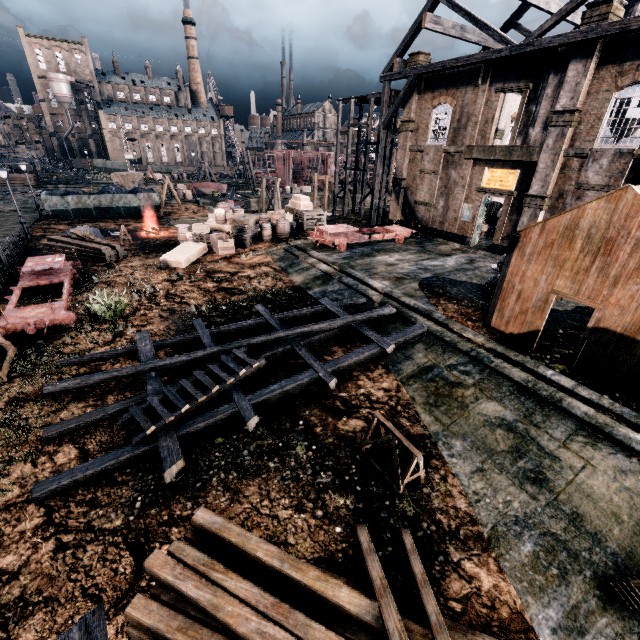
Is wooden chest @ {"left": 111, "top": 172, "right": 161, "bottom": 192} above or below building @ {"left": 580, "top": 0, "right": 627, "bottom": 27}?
below

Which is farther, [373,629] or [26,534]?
[26,534]

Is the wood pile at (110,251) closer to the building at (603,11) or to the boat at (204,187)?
the building at (603,11)

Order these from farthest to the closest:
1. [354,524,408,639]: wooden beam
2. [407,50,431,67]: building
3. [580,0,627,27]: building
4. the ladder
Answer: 1. [407,50,431,67]: building
2. [580,0,627,27]: building
3. the ladder
4. [354,524,408,639]: wooden beam

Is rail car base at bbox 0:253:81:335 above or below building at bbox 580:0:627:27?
below

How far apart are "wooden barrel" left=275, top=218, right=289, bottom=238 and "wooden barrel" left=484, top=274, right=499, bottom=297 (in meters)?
15.34

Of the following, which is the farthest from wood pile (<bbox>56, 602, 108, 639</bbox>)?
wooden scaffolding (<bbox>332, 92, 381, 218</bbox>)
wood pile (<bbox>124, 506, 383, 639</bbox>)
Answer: wooden scaffolding (<bbox>332, 92, 381, 218</bbox>)

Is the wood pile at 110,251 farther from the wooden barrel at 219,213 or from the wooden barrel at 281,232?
the wooden barrel at 281,232
